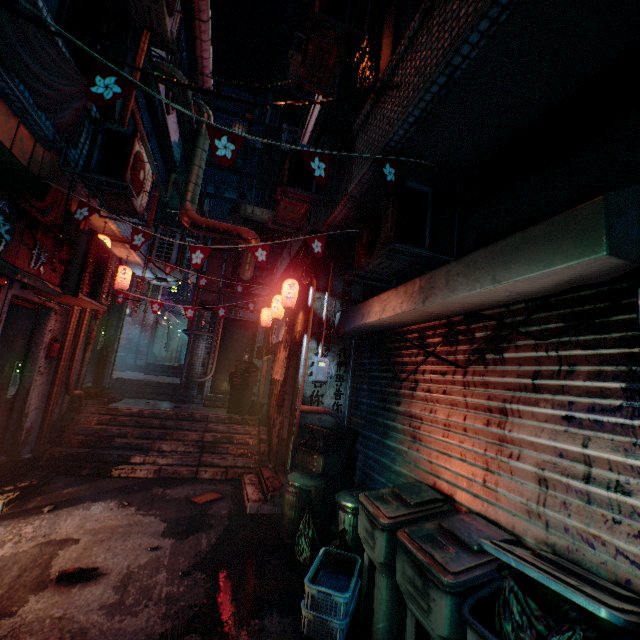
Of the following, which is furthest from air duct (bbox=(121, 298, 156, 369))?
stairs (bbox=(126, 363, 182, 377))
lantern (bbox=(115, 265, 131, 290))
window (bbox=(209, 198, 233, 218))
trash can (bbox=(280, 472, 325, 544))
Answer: window (bbox=(209, 198, 233, 218))

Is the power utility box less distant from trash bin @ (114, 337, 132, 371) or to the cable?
the cable

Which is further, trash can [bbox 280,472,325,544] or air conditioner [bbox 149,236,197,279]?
air conditioner [bbox 149,236,197,279]

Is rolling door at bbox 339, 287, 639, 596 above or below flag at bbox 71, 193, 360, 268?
below

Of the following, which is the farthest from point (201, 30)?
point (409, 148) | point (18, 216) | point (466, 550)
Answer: point (466, 550)

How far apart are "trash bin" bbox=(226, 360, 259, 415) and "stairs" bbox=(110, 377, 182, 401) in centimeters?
164cm

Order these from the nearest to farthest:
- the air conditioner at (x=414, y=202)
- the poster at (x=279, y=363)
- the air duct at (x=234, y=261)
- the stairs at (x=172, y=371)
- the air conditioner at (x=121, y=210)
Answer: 1. the air conditioner at (x=414, y=202)
2. the air conditioner at (x=121, y=210)
3. the poster at (x=279, y=363)
4. the air duct at (x=234, y=261)
5. the stairs at (x=172, y=371)

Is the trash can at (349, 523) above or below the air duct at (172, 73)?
below
